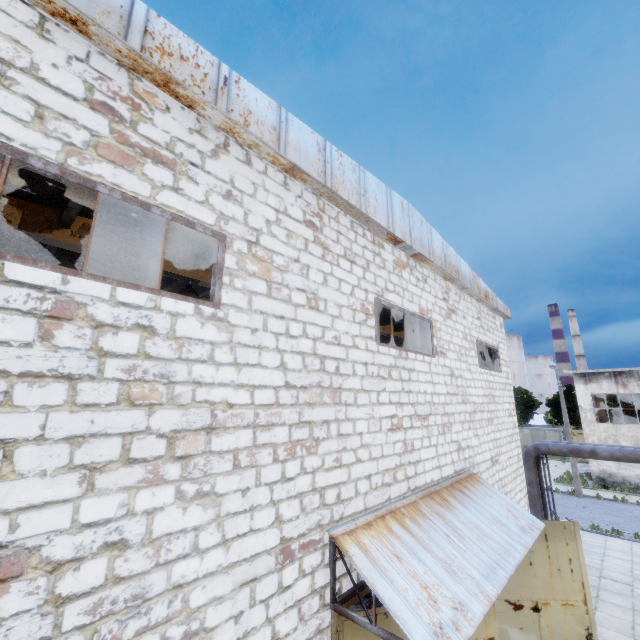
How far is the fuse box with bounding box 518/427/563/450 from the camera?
45.3m

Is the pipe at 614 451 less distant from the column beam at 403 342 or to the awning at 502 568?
the column beam at 403 342

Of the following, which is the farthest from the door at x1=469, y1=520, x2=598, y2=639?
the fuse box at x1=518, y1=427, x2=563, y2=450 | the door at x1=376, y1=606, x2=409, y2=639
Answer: the fuse box at x1=518, y1=427, x2=563, y2=450

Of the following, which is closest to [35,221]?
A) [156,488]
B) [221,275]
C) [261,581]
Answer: [221,275]

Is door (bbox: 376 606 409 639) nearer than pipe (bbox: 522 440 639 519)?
Yes

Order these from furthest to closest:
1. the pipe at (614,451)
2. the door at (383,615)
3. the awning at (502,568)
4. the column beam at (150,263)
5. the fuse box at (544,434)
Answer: the fuse box at (544,434)
the pipe at (614,451)
the column beam at (150,263)
the door at (383,615)
the awning at (502,568)

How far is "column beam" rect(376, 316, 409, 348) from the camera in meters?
15.5 m

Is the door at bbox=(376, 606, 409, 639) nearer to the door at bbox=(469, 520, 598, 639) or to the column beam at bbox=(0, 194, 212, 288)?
the door at bbox=(469, 520, 598, 639)
